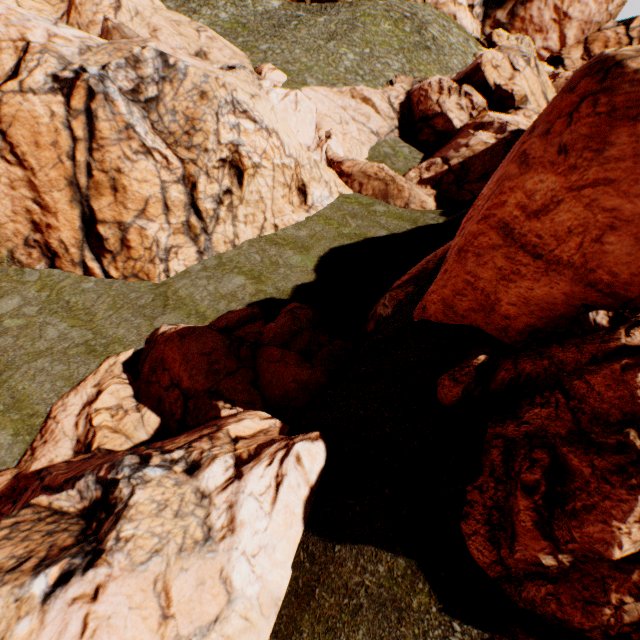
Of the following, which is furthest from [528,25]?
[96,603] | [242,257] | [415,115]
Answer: [96,603]
